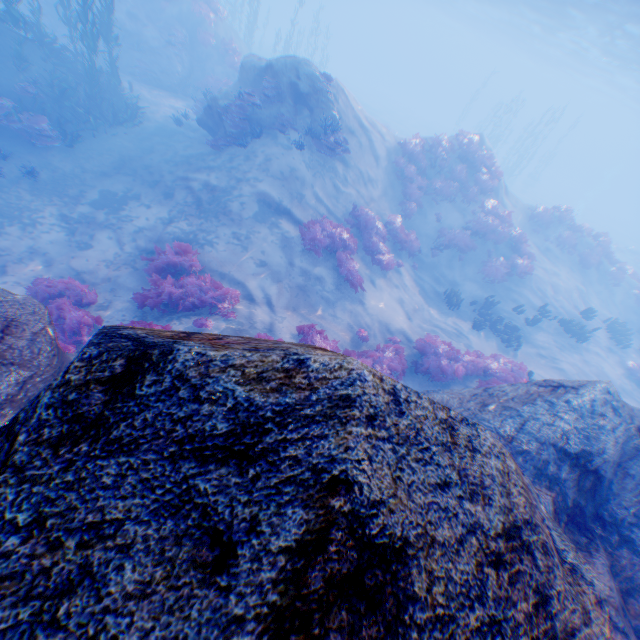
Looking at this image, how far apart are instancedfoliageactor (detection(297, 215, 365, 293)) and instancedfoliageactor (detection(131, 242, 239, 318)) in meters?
3.0

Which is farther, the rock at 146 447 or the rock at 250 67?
the rock at 250 67

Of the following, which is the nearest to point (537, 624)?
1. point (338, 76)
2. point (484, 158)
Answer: point (484, 158)

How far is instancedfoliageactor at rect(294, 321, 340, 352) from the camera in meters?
8.7 m

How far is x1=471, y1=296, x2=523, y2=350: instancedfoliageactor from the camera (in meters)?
14.26

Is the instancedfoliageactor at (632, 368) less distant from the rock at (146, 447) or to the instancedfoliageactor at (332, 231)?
the rock at (146, 447)

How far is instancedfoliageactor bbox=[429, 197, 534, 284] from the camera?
16.0m

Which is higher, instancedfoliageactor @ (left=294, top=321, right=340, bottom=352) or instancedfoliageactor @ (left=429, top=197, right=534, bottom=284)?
instancedfoliageactor @ (left=429, top=197, right=534, bottom=284)
